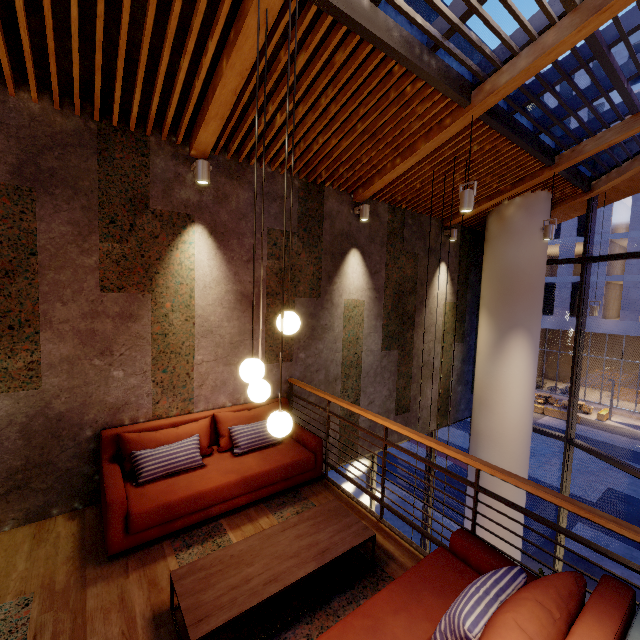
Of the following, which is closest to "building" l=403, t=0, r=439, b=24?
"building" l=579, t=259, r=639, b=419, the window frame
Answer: the window frame

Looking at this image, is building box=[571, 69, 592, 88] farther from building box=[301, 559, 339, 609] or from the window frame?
the window frame

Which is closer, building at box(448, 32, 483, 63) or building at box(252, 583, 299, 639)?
building at box(252, 583, 299, 639)

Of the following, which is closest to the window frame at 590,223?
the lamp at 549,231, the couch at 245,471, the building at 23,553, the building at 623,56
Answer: the building at 23,553

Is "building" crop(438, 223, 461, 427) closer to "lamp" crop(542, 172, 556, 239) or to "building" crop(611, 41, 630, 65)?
"lamp" crop(542, 172, 556, 239)

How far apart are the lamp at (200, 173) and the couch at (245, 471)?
2.9m

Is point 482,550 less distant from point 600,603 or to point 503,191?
point 600,603

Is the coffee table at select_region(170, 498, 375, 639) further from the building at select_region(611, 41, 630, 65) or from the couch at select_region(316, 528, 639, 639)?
the building at select_region(611, 41, 630, 65)
